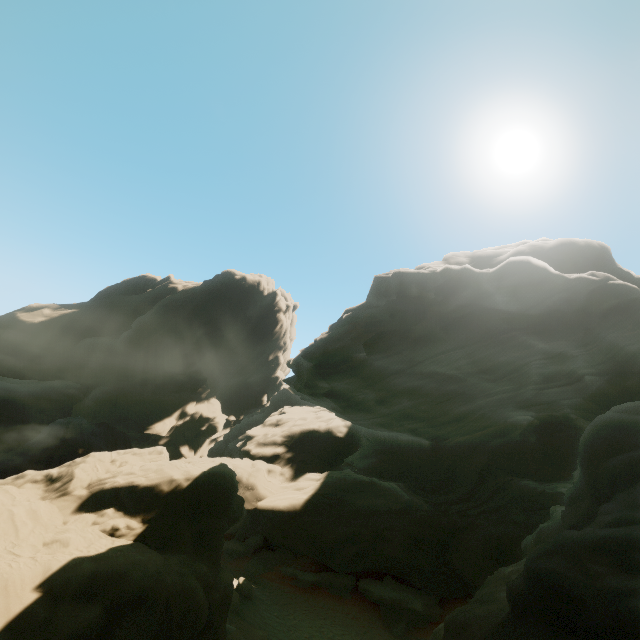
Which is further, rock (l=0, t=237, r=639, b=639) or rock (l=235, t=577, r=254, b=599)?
rock (l=235, t=577, r=254, b=599)

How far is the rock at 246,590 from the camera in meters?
18.8 m

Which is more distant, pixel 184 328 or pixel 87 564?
pixel 184 328

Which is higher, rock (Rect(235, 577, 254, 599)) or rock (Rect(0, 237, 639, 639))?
rock (Rect(0, 237, 639, 639))

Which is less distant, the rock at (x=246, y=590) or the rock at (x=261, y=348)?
the rock at (x=261, y=348)

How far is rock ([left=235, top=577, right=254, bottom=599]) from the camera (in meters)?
18.77
